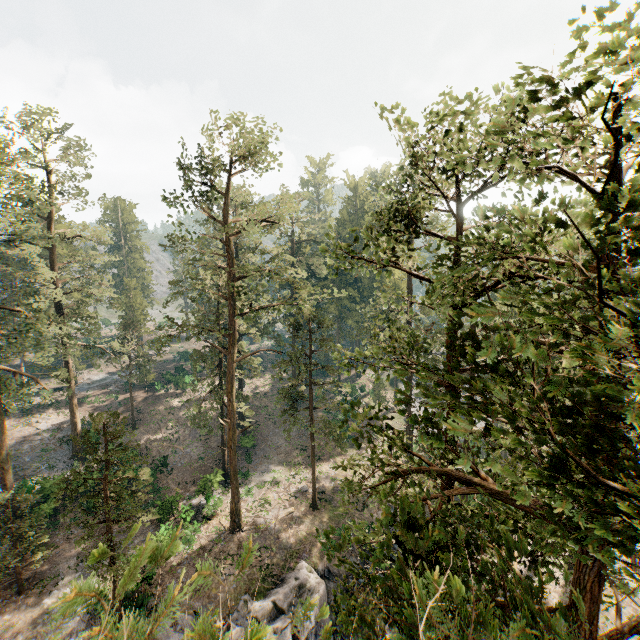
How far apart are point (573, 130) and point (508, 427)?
12.3m

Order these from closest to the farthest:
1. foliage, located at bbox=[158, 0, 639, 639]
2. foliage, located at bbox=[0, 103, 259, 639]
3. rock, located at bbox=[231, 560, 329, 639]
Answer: foliage, located at bbox=[0, 103, 259, 639] < foliage, located at bbox=[158, 0, 639, 639] < rock, located at bbox=[231, 560, 329, 639]

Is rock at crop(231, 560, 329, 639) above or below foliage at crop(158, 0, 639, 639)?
below

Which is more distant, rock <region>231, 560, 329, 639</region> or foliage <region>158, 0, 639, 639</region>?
rock <region>231, 560, 329, 639</region>

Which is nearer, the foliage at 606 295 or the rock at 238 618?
the foliage at 606 295

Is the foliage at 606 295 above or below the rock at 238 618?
above
